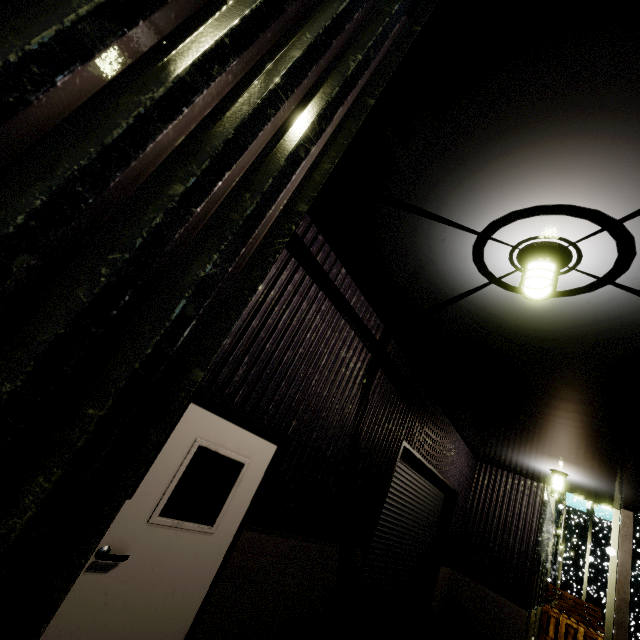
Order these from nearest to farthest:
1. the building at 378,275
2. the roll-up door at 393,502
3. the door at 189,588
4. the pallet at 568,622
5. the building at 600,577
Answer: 1. the building at 378,275
2. the door at 189,588
3. the roll-up door at 393,502
4. the pallet at 568,622
5. the building at 600,577

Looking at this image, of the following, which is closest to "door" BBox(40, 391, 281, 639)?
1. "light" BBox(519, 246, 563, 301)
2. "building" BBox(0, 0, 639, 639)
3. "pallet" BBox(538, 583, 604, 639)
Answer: "building" BBox(0, 0, 639, 639)

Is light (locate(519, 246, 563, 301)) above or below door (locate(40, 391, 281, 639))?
above

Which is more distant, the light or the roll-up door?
the roll-up door

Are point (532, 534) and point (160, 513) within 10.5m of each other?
no

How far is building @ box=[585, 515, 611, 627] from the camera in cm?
4261

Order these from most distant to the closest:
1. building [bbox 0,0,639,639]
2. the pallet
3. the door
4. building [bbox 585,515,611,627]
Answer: building [bbox 585,515,611,627] → the pallet → the door → building [bbox 0,0,639,639]

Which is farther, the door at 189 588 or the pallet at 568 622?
the pallet at 568 622
